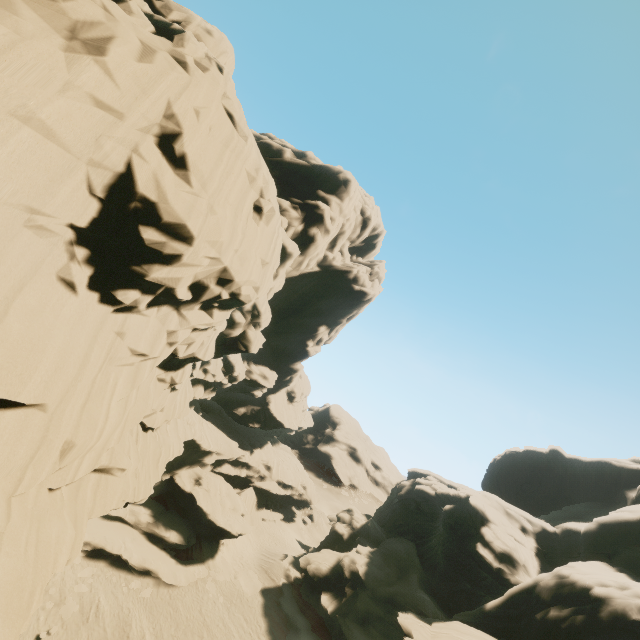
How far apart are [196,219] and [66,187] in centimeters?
404cm

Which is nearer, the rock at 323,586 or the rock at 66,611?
the rock at 66,611

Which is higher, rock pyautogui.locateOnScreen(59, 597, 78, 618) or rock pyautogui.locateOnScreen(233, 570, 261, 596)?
rock pyautogui.locateOnScreen(233, 570, 261, 596)

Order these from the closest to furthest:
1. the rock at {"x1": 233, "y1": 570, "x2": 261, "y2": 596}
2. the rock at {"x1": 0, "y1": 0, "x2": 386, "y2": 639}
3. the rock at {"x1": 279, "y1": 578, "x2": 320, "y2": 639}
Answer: the rock at {"x1": 0, "y1": 0, "x2": 386, "y2": 639}
the rock at {"x1": 279, "y1": 578, "x2": 320, "y2": 639}
the rock at {"x1": 233, "y1": 570, "x2": 261, "y2": 596}

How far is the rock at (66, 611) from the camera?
21.73m

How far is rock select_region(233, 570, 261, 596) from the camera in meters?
30.9 m

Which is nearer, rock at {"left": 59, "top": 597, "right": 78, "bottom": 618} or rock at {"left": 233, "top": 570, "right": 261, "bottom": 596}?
rock at {"left": 59, "top": 597, "right": 78, "bottom": 618}
